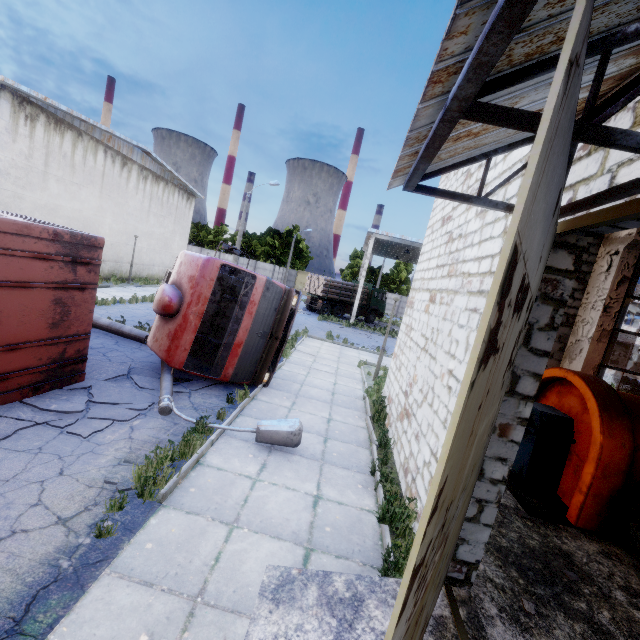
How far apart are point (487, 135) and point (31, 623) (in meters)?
5.59

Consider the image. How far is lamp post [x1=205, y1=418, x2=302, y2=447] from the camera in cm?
595

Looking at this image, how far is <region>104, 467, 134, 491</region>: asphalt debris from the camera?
4.2m

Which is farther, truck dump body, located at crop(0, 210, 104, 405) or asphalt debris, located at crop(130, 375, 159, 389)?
asphalt debris, located at crop(130, 375, 159, 389)

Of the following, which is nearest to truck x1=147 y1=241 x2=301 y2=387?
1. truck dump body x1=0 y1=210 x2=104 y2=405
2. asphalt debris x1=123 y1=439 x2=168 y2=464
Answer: truck dump body x1=0 y1=210 x2=104 y2=405

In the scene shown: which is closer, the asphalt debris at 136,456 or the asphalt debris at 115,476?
the asphalt debris at 115,476

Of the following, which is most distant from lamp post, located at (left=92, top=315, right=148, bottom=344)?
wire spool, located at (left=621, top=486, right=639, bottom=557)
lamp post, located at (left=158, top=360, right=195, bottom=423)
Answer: wire spool, located at (left=621, top=486, right=639, bottom=557)

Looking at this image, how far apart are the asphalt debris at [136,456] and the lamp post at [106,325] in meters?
5.7 m
